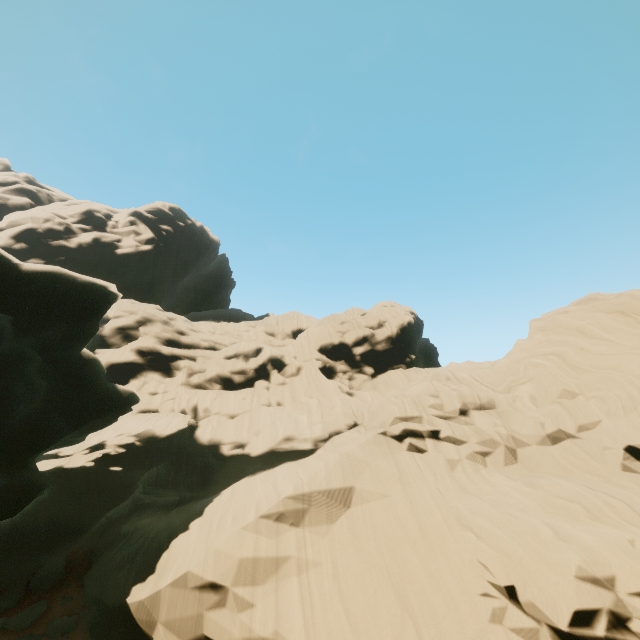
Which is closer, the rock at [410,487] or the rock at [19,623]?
the rock at [410,487]

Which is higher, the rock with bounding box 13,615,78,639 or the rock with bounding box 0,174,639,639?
the rock with bounding box 0,174,639,639

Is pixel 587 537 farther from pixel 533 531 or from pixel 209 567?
pixel 209 567

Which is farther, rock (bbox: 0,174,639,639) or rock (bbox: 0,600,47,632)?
rock (bbox: 0,600,47,632)
